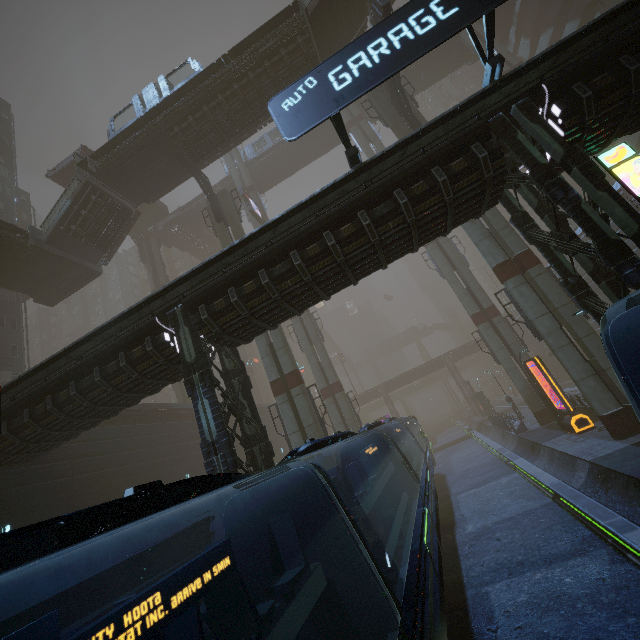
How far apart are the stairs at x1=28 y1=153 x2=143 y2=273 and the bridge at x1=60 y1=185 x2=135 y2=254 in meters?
0.0

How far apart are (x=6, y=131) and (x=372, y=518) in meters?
60.4

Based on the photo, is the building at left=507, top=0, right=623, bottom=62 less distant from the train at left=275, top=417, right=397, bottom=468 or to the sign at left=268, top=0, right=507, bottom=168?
the sign at left=268, top=0, right=507, bottom=168

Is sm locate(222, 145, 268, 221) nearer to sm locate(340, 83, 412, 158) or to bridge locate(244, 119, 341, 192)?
bridge locate(244, 119, 341, 192)

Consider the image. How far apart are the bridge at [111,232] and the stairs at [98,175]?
0.0 meters

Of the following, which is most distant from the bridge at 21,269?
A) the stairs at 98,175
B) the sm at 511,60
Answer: the sm at 511,60

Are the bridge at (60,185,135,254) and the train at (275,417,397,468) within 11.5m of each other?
no

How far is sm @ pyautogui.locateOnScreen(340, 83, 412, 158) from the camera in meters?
23.1
